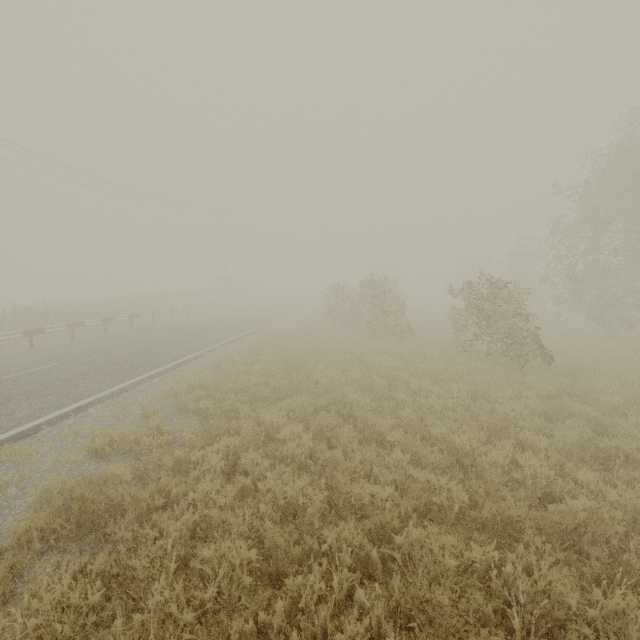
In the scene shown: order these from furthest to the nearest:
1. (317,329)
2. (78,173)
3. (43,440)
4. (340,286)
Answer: (78,173) < (340,286) < (317,329) < (43,440)

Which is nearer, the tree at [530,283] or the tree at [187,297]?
the tree at [530,283]

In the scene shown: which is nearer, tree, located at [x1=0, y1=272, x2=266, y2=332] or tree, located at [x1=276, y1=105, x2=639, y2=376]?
tree, located at [x1=276, y1=105, x2=639, y2=376]
